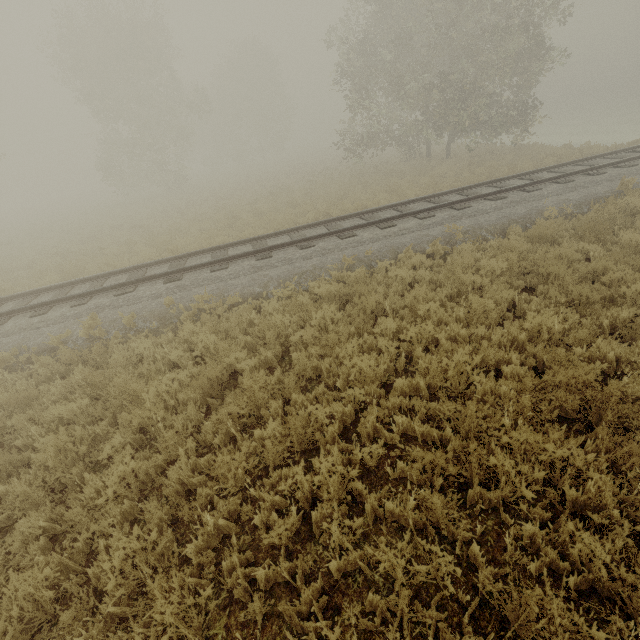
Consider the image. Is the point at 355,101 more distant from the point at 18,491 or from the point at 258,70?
the point at 258,70
